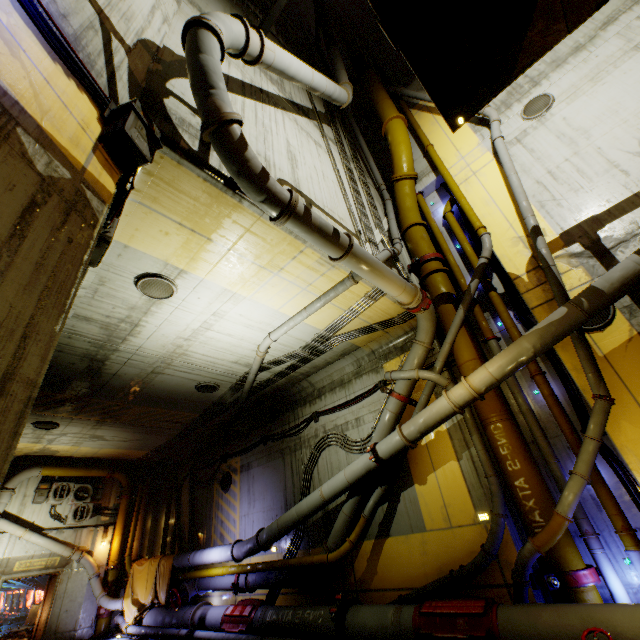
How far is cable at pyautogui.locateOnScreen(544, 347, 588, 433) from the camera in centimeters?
664cm

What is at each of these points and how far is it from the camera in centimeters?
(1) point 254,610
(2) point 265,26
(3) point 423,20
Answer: (1) pipe, 918cm
(2) beam, 1025cm
(3) stairs, 473cm

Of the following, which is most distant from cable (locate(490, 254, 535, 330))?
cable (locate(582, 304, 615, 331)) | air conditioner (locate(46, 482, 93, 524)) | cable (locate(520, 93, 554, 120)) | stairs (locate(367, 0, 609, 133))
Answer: air conditioner (locate(46, 482, 93, 524))

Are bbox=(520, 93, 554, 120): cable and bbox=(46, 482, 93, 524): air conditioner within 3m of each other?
no

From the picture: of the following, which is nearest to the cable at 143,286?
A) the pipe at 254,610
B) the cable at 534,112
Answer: the pipe at 254,610

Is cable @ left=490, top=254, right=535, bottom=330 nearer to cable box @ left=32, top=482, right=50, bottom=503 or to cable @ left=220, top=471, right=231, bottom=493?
cable @ left=220, top=471, right=231, bottom=493

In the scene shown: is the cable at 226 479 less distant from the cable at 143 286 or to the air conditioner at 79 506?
the air conditioner at 79 506

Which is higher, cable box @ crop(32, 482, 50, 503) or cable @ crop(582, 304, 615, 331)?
cable box @ crop(32, 482, 50, 503)
